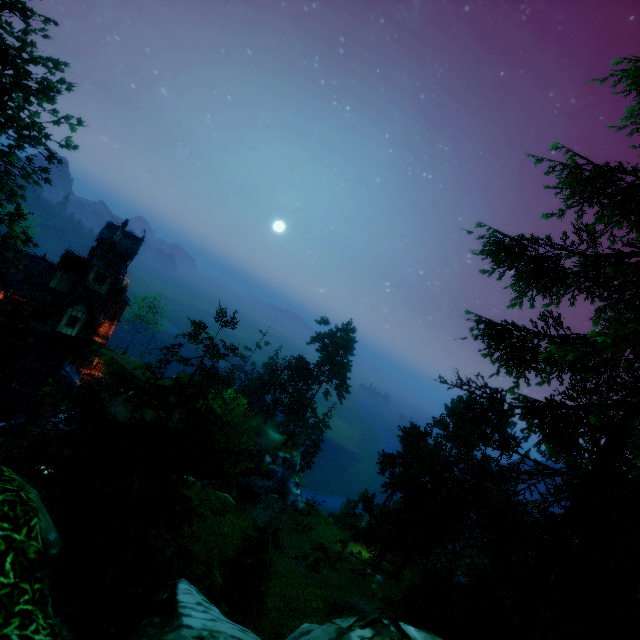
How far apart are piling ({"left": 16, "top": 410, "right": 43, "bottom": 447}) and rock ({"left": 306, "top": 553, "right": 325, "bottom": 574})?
30.5m

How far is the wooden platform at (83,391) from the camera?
38.31m

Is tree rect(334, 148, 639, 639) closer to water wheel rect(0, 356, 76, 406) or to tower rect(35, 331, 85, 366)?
tower rect(35, 331, 85, 366)

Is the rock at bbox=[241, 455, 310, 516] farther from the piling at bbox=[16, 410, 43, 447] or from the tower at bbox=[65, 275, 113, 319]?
the tower at bbox=[65, 275, 113, 319]

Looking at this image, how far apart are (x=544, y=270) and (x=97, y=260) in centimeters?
4059cm

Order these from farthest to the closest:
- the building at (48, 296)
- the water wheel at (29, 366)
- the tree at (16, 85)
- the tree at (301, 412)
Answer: the tree at (301, 412) → the building at (48, 296) → the water wheel at (29, 366) → the tree at (16, 85)

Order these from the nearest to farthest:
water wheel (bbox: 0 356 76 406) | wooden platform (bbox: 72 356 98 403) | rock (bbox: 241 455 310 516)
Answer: water wheel (bbox: 0 356 76 406) → wooden platform (bbox: 72 356 98 403) → rock (bbox: 241 455 310 516)

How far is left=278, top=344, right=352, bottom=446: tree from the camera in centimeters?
5588cm
